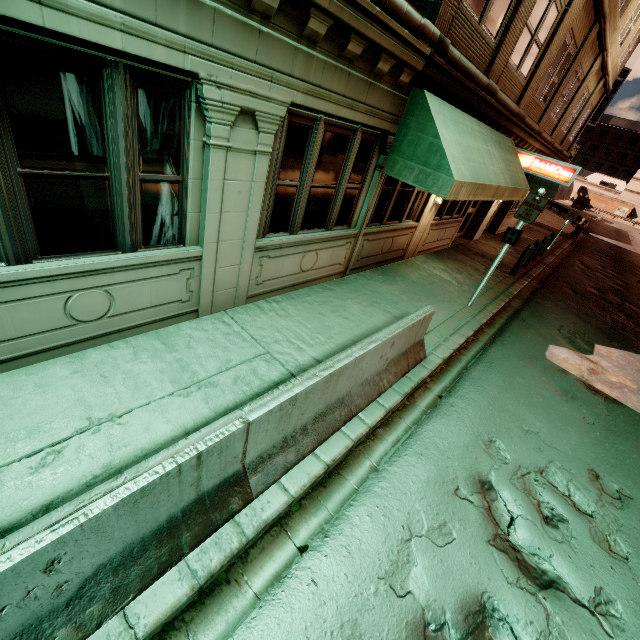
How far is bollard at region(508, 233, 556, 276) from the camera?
11.6m

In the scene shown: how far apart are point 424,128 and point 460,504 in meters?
6.2

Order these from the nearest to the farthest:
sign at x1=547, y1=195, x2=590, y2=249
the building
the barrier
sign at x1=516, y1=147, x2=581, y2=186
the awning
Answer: the barrier
the building
the awning
sign at x1=516, y1=147, x2=581, y2=186
sign at x1=547, y1=195, x2=590, y2=249

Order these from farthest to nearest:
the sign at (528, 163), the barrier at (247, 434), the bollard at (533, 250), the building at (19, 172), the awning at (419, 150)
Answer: the bollard at (533, 250) → the sign at (528, 163) → the awning at (419, 150) → the building at (19, 172) → the barrier at (247, 434)

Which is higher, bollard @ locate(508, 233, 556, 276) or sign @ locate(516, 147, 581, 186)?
sign @ locate(516, 147, 581, 186)

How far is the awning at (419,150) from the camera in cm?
588

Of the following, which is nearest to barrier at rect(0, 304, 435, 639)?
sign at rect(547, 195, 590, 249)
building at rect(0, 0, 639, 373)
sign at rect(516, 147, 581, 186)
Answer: building at rect(0, 0, 639, 373)

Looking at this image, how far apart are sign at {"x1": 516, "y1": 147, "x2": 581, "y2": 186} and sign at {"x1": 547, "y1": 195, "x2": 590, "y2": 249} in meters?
7.8 m
